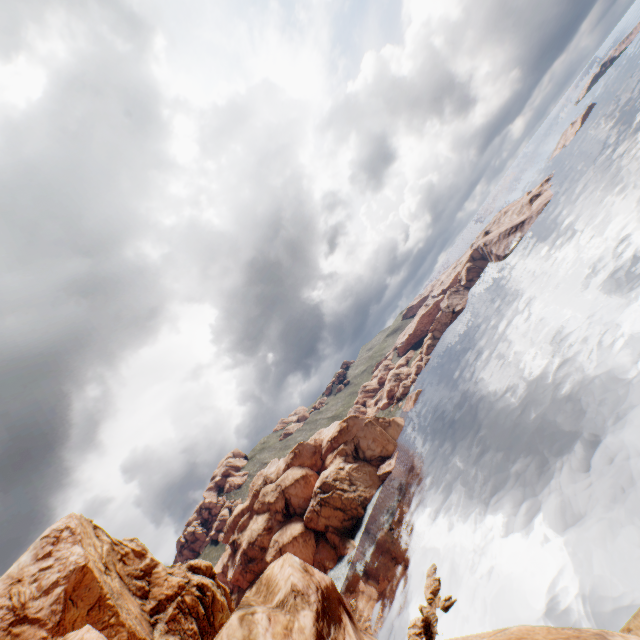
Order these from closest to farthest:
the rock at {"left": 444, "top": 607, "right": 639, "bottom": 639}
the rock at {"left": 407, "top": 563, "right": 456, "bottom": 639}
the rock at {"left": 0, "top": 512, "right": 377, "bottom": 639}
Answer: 1. the rock at {"left": 444, "top": 607, "right": 639, "bottom": 639}
2. the rock at {"left": 0, "top": 512, "right": 377, "bottom": 639}
3. the rock at {"left": 407, "top": 563, "right": 456, "bottom": 639}

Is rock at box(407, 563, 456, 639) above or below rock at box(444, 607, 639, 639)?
below

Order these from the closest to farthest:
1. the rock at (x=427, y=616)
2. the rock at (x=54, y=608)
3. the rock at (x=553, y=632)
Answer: the rock at (x=553, y=632) < the rock at (x=54, y=608) < the rock at (x=427, y=616)

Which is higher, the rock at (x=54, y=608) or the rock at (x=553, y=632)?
the rock at (x=54, y=608)

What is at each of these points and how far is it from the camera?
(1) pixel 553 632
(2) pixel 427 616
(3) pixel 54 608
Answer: (1) rock, 3.31m
(2) rock, 43.62m
(3) rock, 27.94m

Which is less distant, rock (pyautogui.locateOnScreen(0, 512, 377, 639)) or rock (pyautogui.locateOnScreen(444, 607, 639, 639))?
rock (pyautogui.locateOnScreen(444, 607, 639, 639))
